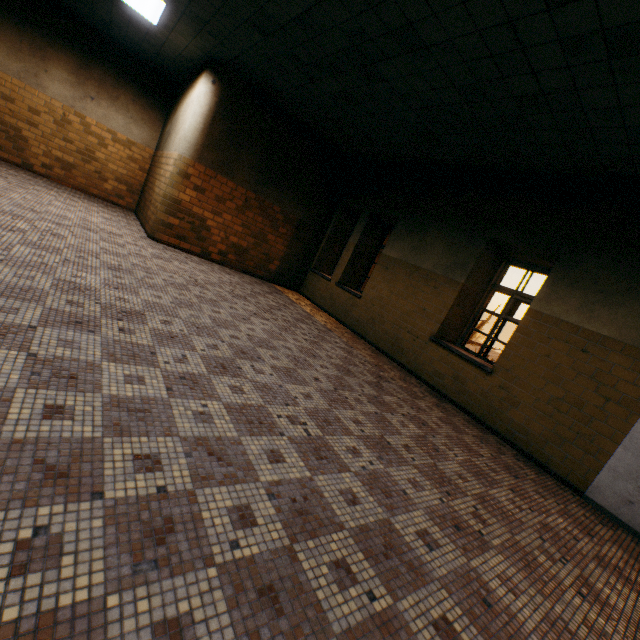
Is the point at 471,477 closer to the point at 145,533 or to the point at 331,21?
the point at 145,533
